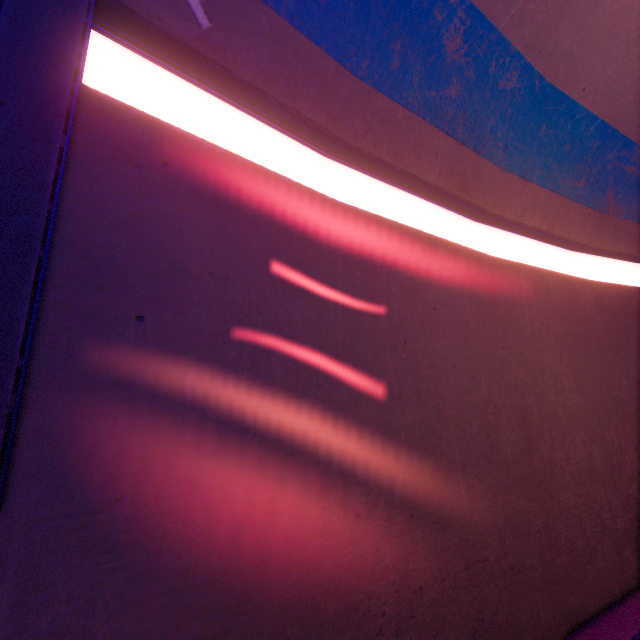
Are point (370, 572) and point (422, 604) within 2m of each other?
yes
